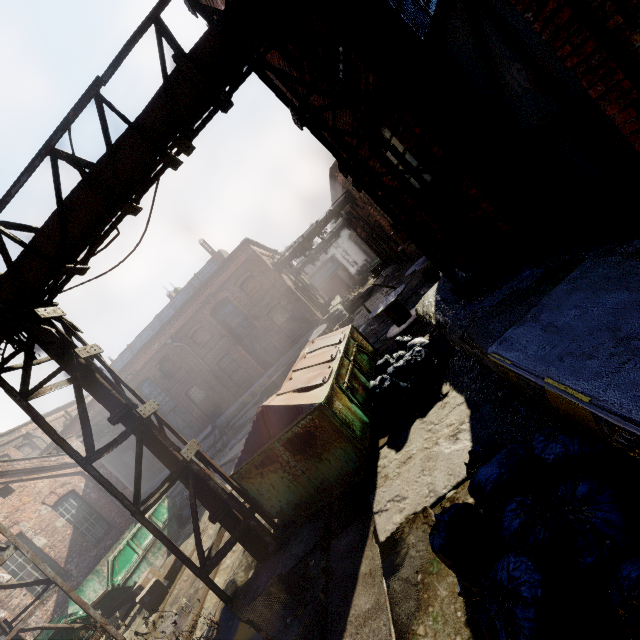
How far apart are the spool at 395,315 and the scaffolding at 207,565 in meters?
6.1 m

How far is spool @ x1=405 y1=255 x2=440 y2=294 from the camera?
9.74m

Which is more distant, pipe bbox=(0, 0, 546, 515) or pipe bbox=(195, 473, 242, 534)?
pipe bbox=(195, 473, 242, 534)

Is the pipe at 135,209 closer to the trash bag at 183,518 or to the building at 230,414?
the trash bag at 183,518

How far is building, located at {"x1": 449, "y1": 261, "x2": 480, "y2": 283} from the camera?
5.6 meters

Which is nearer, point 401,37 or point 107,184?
point 401,37

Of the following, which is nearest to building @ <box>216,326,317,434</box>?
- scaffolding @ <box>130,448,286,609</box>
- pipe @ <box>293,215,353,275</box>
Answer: pipe @ <box>293,215,353,275</box>

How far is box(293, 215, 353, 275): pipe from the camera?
22.1 meters
